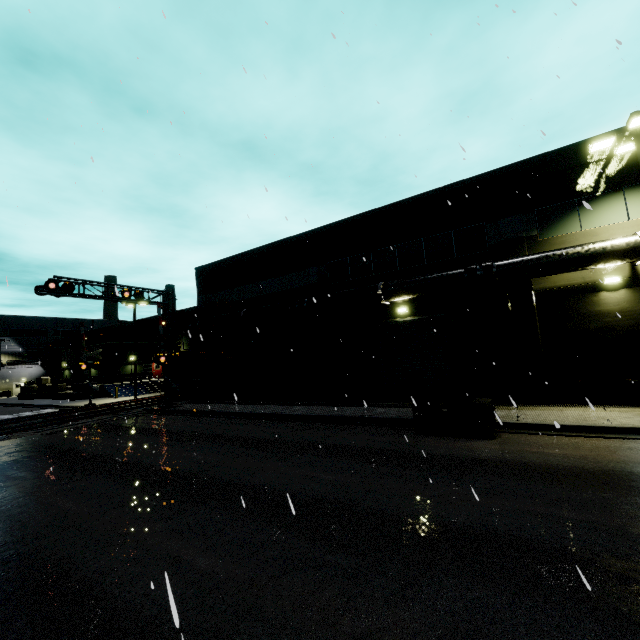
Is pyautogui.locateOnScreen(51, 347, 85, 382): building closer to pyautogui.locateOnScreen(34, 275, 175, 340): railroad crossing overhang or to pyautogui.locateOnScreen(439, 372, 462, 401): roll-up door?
pyautogui.locateOnScreen(439, 372, 462, 401): roll-up door

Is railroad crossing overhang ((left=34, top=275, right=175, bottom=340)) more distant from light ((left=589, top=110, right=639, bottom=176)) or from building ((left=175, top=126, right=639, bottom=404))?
light ((left=589, top=110, right=639, bottom=176))

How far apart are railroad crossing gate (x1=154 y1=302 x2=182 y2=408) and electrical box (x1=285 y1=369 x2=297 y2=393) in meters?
7.3

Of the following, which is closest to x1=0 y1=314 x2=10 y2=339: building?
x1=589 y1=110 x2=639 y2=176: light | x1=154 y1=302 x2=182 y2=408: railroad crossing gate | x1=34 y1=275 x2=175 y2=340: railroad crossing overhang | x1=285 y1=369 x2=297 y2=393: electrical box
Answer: x1=285 y1=369 x2=297 y2=393: electrical box

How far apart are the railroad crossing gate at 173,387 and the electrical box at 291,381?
7.3 meters

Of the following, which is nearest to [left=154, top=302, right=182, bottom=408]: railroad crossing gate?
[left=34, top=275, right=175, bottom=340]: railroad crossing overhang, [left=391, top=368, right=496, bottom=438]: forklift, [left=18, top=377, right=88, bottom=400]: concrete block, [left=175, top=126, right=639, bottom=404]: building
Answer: [left=34, top=275, right=175, bottom=340]: railroad crossing overhang

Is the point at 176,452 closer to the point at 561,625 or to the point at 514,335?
the point at 561,625

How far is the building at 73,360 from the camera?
43.5 meters
